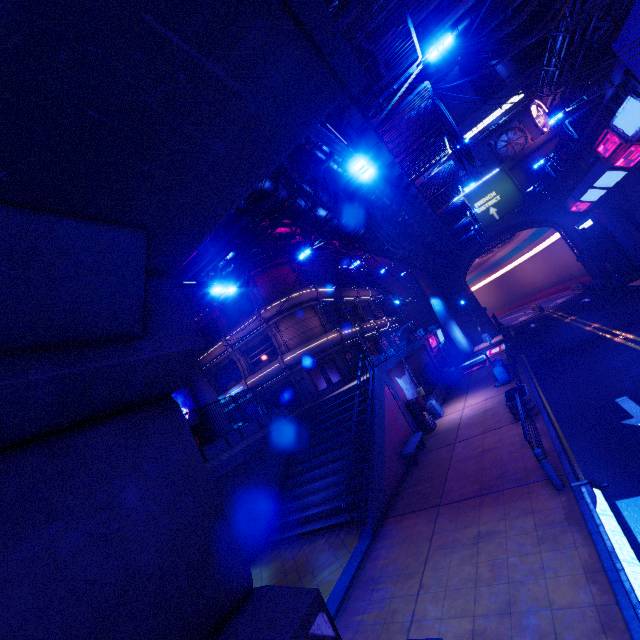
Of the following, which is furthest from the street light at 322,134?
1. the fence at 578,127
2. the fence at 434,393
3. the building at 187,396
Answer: the fence at 578,127

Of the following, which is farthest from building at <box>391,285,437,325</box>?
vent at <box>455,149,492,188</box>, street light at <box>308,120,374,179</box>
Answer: street light at <box>308,120,374,179</box>

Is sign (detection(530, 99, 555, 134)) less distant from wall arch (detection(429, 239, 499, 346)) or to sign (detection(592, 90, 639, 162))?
wall arch (detection(429, 239, 499, 346))

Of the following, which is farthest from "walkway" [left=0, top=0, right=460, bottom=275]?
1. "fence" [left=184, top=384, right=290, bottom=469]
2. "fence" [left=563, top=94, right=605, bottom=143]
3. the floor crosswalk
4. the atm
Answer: "fence" [left=563, top=94, right=605, bottom=143]

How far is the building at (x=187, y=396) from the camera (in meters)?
22.17

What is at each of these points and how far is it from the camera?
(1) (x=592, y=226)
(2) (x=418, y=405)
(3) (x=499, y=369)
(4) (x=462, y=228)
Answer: (1) sign, 29.6 meters
(2) atm, 18.5 meters
(3) trash can, 19.9 meters
(4) fence, 33.1 meters

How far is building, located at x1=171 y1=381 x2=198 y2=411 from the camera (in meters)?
22.17

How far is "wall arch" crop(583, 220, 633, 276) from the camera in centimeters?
3550cm
